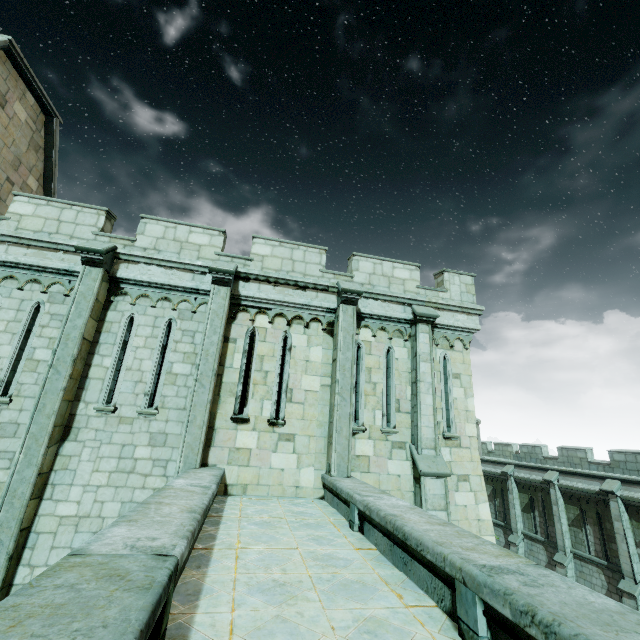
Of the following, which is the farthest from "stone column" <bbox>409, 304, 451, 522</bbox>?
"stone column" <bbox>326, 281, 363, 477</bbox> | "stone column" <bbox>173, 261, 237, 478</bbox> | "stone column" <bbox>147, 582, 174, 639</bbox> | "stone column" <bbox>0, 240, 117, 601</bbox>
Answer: "stone column" <bbox>0, 240, 117, 601</bbox>

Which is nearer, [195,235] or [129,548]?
[129,548]

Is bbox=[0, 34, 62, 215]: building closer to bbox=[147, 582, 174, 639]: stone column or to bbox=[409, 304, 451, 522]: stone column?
bbox=[409, 304, 451, 522]: stone column

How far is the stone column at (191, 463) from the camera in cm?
743

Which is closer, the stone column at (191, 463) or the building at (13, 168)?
the stone column at (191, 463)

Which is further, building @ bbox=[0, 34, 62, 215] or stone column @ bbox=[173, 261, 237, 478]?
building @ bbox=[0, 34, 62, 215]

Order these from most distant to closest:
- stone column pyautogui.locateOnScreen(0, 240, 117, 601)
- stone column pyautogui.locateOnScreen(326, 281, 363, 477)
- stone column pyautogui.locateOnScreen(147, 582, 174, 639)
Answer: stone column pyautogui.locateOnScreen(326, 281, 363, 477)
stone column pyautogui.locateOnScreen(0, 240, 117, 601)
stone column pyautogui.locateOnScreen(147, 582, 174, 639)
